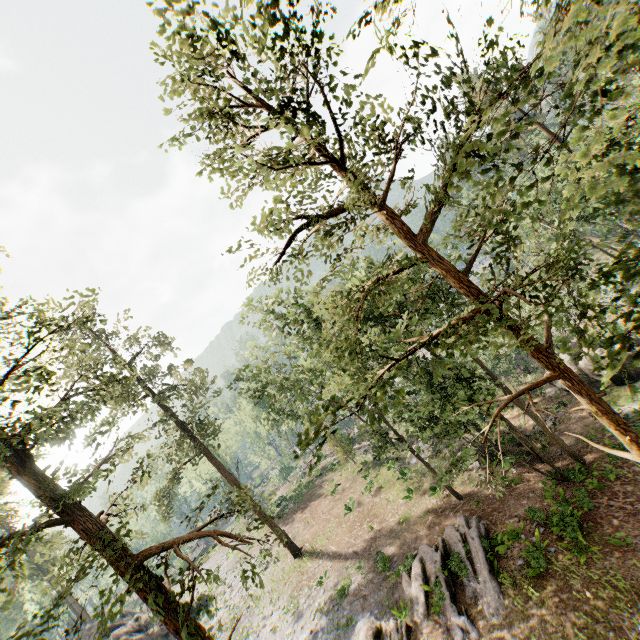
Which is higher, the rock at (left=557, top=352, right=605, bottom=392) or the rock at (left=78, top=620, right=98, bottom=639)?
the rock at (left=78, top=620, right=98, bottom=639)

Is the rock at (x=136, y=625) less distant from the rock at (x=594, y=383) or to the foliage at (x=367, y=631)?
the foliage at (x=367, y=631)

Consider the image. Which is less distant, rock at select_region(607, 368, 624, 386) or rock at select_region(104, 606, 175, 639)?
rock at select_region(607, 368, 624, 386)

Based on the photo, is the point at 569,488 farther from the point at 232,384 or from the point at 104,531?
the point at 104,531

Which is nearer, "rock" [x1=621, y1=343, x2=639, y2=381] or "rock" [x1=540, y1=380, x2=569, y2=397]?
"rock" [x1=621, y1=343, x2=639, y2=381]

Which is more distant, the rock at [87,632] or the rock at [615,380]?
the rock at [87,632]

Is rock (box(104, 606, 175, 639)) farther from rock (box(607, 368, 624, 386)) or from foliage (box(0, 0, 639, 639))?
rock (box(607, 368, 624, 386))
